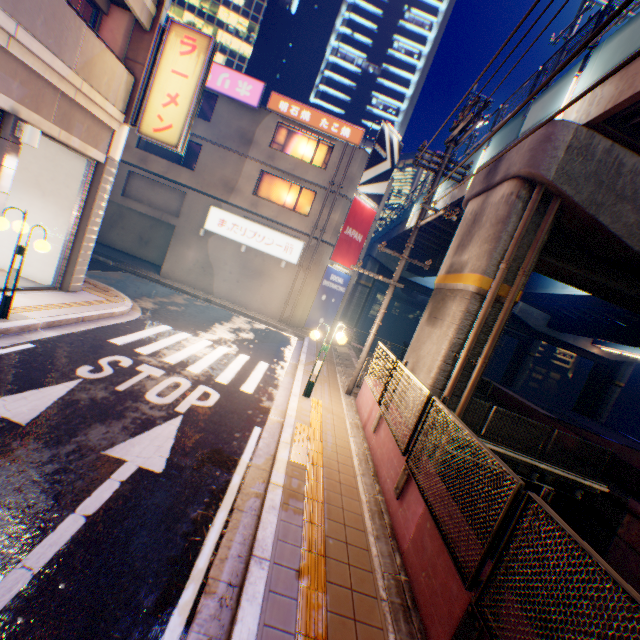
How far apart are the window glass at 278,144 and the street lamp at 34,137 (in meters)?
14.61

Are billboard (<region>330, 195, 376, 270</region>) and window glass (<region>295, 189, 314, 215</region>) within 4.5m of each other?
yes

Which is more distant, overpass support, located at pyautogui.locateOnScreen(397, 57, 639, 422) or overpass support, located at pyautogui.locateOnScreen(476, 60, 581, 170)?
overpass support, located at pyautogui.locateOnScreen(476, 60, 581, 170)

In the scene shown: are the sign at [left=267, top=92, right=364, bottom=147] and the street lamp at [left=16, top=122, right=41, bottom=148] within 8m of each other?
no

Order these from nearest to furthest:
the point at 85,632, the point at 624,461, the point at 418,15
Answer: the point at 85,632, the point at 624,461, the point at 418,15

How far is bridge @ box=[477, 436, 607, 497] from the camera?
11.91m

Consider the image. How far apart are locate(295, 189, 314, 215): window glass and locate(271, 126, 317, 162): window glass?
1.47m

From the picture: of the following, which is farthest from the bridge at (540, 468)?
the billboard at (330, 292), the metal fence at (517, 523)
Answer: the billboard at (330, 292)
